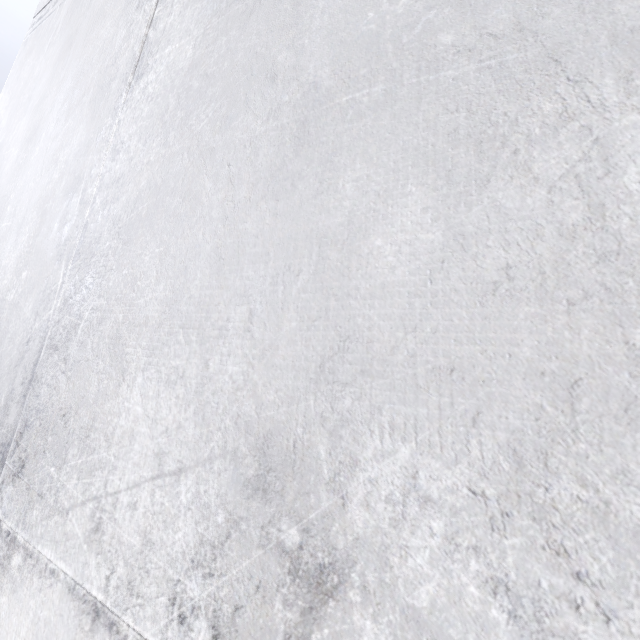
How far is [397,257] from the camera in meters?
0.5 m
